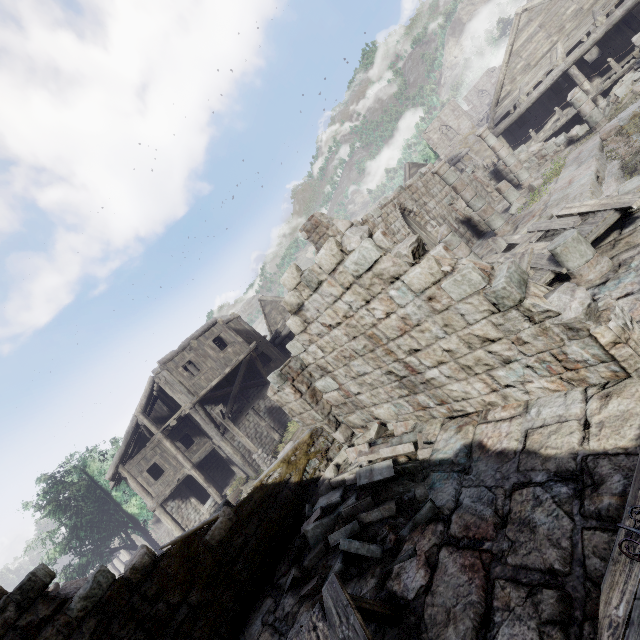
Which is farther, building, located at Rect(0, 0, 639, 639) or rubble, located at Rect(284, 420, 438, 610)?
rubble, located at Rect(284, 420, 438, 610)

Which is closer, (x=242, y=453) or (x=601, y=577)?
(x=601, y=577)

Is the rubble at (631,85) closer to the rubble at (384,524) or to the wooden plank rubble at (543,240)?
the wooden plank rubble at (543,240)

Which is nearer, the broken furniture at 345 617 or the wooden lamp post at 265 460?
the broken furniture at 345 617

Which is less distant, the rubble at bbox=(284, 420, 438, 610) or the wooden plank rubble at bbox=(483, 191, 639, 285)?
the rubble at bbox=(284, 420, 438, 610)

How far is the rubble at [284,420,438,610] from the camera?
5.0m

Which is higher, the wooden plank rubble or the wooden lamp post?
the wooden plank rubble

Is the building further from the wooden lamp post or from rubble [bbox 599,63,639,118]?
the wooden lamp post
